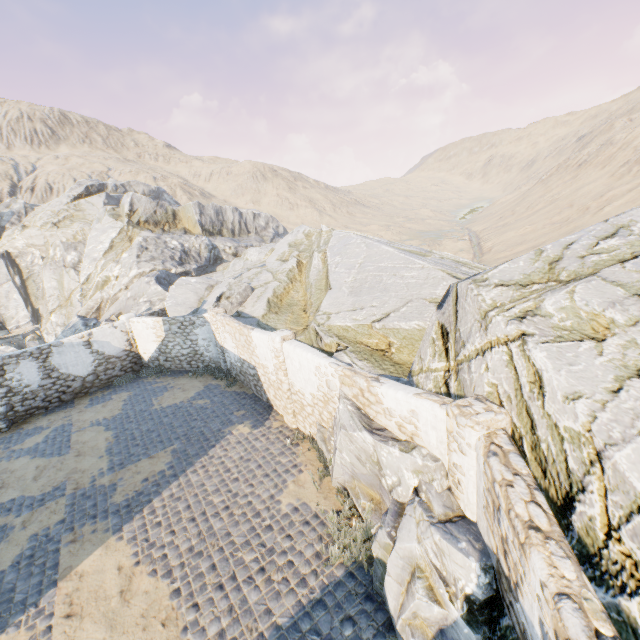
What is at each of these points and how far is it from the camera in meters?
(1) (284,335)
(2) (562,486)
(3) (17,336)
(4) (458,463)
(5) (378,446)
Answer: (1) stone column, 10.0
(2) rock, 4.2
(3) awning, 16.8
(4) stone column, 5.2
(5) rock, 6.4

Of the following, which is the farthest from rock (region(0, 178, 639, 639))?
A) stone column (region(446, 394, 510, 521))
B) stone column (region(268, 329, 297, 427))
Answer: stone column (region(268, 329, 297, 427))

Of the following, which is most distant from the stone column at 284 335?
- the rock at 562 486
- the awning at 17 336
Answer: the awning at 17 336

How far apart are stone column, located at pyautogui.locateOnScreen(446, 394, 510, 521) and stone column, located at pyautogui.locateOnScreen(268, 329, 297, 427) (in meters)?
5.57

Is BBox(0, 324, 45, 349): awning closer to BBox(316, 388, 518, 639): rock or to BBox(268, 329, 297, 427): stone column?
BBox(316, 388, 518, 639): rock

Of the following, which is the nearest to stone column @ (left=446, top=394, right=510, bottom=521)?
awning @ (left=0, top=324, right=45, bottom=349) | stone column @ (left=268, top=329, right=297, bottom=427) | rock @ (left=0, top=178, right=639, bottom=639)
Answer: rock @ (left=0, top=178, right=639, bottom=639)

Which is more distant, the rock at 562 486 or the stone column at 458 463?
the stone column at 458 463
